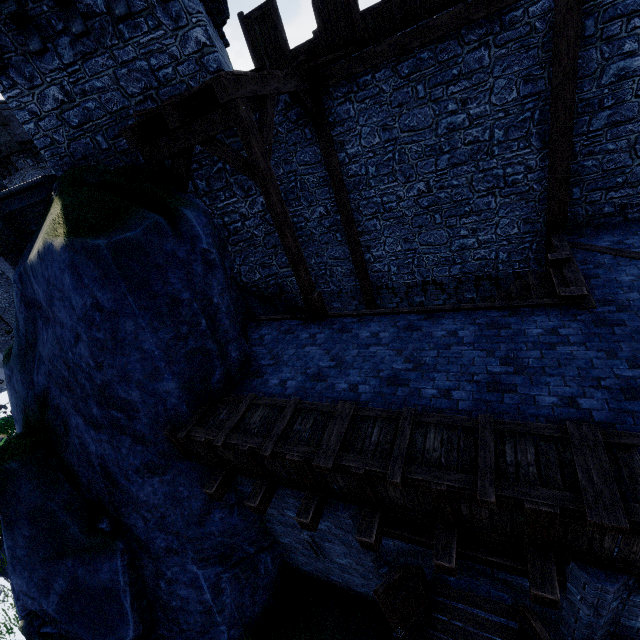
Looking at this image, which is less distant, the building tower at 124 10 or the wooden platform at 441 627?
the wooden platform at 441 627

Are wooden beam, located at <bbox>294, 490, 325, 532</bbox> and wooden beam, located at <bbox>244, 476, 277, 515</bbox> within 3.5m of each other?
yes

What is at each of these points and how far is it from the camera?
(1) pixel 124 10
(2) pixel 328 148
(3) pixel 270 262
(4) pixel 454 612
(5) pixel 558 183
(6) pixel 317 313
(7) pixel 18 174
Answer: (1) building tower, 6.7 meters
(2) wooden post, 8.7 meters
(3) building tower, 9.8 meters
(4) wooden platform, 6.5 meters
(5) wooden post, 7.3 meters
(6) wooden post, 7.7 meters
(7) building, 20.9 meters

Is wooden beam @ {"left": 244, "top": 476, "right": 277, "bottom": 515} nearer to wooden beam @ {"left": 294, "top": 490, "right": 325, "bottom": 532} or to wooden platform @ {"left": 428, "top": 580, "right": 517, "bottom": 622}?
wooden beam @ {"left": 294, "top": 490, "right": 325, "bottom": 532}

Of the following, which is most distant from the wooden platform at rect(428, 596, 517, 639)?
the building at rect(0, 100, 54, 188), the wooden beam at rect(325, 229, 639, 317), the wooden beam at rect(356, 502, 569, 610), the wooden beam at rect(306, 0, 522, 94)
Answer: the building at rect(0, 100, 54, 188)

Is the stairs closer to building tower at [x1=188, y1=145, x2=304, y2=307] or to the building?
building tower at [x1=188, y1=145, x2=304, y2=307]

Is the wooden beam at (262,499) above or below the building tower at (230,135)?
below

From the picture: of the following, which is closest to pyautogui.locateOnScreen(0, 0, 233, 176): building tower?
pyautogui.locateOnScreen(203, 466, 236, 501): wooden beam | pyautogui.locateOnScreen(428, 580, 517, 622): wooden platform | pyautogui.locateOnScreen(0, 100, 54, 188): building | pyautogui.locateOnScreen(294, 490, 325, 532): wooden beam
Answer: pyautogui.locateOnScreen(203, 466, 236, 501): wooden beam
